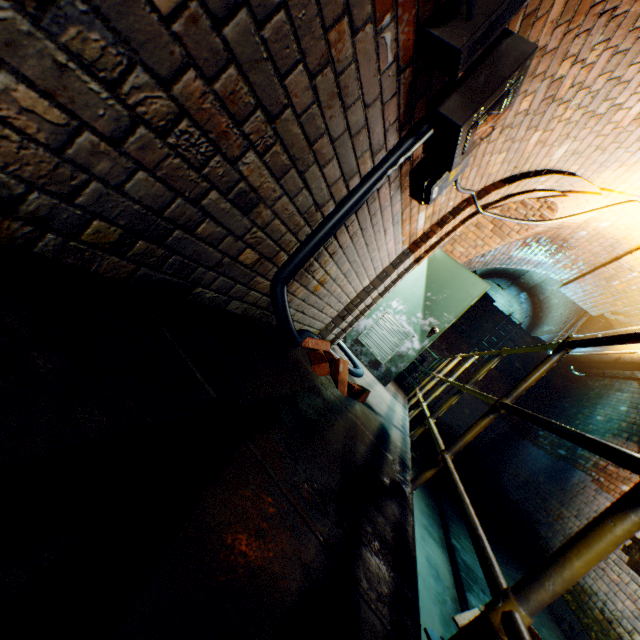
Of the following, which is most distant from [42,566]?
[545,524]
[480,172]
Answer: [545,524]

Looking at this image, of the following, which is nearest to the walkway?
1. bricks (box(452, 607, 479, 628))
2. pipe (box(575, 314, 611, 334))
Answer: pipe (box(575, 314, 611, 334))

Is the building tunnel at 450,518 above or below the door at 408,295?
below

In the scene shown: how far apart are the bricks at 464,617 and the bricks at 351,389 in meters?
2.5 m

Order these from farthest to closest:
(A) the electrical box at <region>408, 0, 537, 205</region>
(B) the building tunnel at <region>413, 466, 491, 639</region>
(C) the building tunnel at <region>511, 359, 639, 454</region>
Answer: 1. (C) the building tunnel at <region>511, 359, 639, 454</region>
2. (B) the building tunnel at <region>413, 466, 491, 639</region>
3. (A) the electrical box at <region>408, 0, 537, 205</region>

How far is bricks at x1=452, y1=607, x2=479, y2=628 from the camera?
3.1m

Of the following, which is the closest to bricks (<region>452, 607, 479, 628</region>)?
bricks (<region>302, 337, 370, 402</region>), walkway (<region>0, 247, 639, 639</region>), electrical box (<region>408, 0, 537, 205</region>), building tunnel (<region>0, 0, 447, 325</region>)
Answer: building tunnel (<region>0, 0, 447, 325</region>)

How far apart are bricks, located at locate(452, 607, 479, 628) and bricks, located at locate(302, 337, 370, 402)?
2.5m
